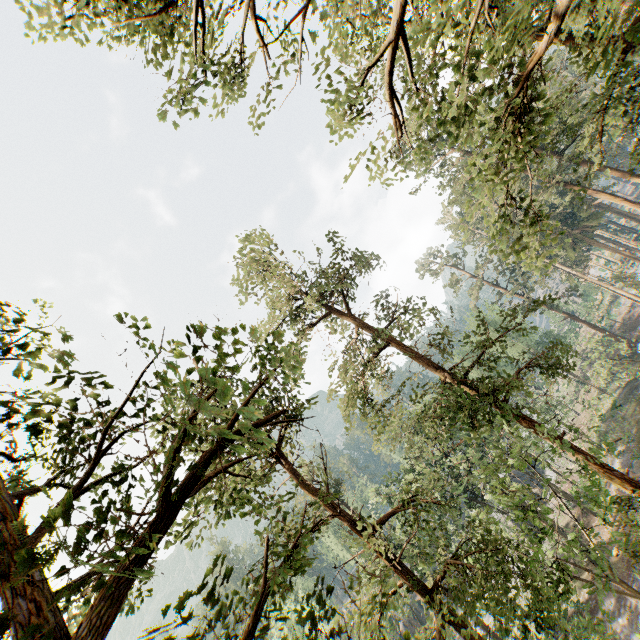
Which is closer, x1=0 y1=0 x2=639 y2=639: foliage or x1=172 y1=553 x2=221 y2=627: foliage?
x1=172 y1=553 x2=221 y2=627: foliage

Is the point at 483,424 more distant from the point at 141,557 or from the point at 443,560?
the point at 443,560

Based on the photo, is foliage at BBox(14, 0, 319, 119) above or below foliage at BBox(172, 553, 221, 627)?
above

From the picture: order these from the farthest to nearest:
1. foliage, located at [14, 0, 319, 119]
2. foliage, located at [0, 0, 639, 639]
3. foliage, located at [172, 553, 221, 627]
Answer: foliage, located at [14, 0, 319, 119] → foliage, located at [0, 0, 639, 639] → foliage, located at [172, 553, 221, 627]

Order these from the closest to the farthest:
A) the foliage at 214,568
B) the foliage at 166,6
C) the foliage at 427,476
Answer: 1. the foliage at 214,568
2. the foliage at 427,476
3. the foliage at 166,6

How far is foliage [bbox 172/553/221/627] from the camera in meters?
2.7 m

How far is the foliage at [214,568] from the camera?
2.7 meters
